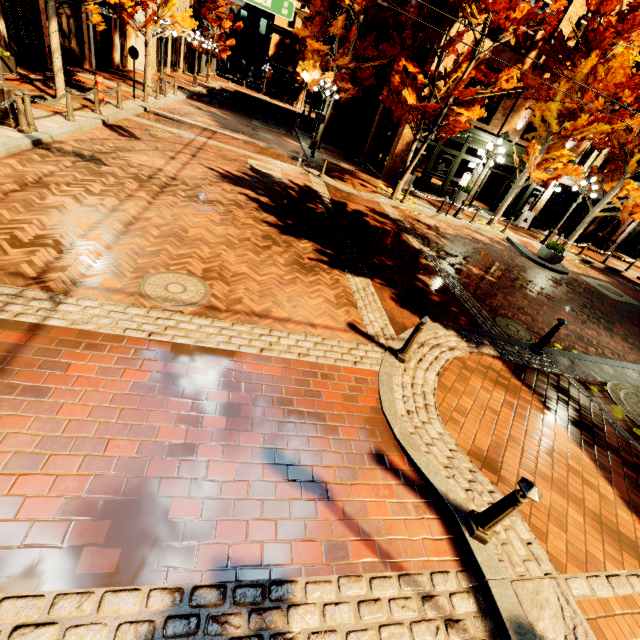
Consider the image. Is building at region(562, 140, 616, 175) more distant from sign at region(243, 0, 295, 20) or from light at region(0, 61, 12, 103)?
light at region(0, 61, 12, 103)

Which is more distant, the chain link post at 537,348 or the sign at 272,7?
the sign at 272,7

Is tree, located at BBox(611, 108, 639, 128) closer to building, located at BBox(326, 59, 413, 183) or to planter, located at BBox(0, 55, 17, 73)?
building, located at BBox(326, 59, 413, 183)

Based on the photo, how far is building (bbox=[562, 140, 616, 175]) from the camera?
18.6m

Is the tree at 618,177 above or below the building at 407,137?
above

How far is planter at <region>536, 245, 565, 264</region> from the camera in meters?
14.0

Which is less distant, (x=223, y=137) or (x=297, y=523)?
(x=297, y=523)

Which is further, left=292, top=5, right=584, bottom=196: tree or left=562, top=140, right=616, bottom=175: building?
left=562, top=140, right=616, bottom=175: building
